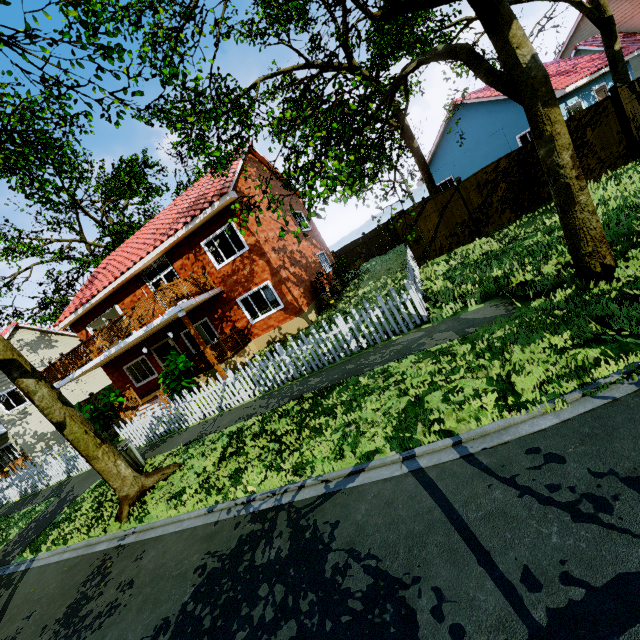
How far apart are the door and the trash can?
8.49m

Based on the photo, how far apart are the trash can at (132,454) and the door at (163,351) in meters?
8.5 m

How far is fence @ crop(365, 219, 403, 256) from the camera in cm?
2638

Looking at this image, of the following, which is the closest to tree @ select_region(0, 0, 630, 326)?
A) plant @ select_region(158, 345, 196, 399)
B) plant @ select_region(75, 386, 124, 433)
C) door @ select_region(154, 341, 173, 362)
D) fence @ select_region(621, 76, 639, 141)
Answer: fence @ select_region(621, 76, 639, 141)

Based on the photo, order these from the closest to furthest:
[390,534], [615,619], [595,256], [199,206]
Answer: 1. [615,619]
2. [390,534]
3. [595,256]
4. [199,206]

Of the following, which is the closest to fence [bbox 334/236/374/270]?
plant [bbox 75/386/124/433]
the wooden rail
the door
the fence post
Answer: the fence post

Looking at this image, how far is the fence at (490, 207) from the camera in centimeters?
1206cm

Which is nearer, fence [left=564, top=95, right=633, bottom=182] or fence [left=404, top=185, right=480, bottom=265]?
fence [left=564, top=95, right=633, bottom=182]
